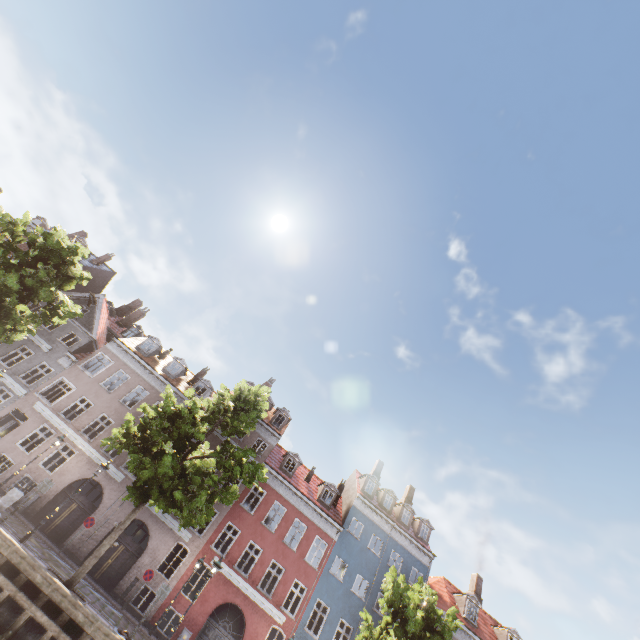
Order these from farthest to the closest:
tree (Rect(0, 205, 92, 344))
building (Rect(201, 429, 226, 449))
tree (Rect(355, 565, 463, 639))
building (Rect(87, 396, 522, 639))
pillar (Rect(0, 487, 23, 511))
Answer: building (Rect(201, 429, 226, 449)) → building (Rect(87, 396, 522, 639)) → tree (Rect(0, 205, 92, 344)) → tree (Rect(355, 565, 463, 639)) → pillar (Rect(0, 487, 23, 511))

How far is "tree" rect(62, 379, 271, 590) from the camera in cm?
1286

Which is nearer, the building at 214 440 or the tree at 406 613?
the tree at 406 613

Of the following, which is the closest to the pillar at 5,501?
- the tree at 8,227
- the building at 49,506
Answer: the tree at 8,227

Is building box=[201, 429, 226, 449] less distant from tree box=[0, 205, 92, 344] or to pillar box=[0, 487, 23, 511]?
tree box=[0, 205, 92, 344]

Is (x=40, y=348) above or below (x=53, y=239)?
below

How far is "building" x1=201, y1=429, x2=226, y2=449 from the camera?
24.94m

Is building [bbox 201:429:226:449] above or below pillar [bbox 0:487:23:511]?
above
